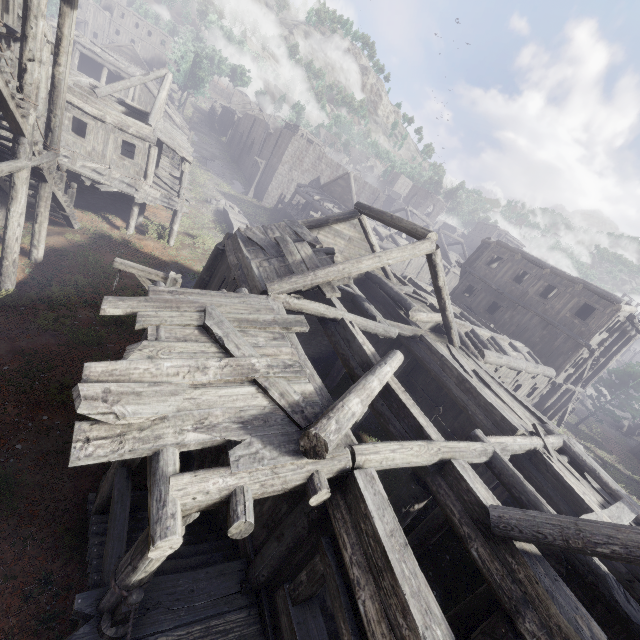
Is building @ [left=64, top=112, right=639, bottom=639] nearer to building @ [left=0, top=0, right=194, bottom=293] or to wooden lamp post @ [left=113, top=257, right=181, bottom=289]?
building @ [left=0, top=0, right=194, bottom=293]

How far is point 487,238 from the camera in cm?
2741

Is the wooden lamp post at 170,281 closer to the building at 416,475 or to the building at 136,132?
the building at 416,475

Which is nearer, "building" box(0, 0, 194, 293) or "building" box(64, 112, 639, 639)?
"building" box(64, 112, 639, 639)

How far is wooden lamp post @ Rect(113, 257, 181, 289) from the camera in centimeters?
786cm

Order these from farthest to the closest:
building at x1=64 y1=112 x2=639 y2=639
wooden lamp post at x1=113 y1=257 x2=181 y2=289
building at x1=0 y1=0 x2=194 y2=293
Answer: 1. building at x1=0 y1=0 x2=194 y2=293
2. wooden lamp post at x1=113 y1=257 x2=181 y2=289
3. building at x1=64 y1=112 x2=639 y2=639
